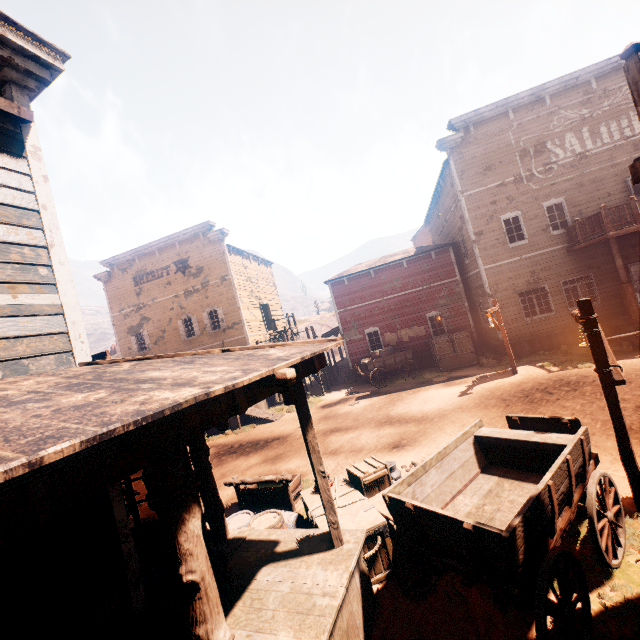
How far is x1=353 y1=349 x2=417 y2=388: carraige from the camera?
18.3m

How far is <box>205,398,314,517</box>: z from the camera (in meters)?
9.79

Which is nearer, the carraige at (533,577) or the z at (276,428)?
the carraige at (533,577)

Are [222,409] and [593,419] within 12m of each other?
yes

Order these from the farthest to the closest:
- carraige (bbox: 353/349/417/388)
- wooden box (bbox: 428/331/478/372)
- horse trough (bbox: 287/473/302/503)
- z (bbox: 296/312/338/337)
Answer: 1. z (bbox: 296/312/338/337)
2. carraige (bbox: 353/349/417/388)
3. wooden box (bbox: 428/331/478/372)
4. horse trough (bbox: 287/473/302/503)

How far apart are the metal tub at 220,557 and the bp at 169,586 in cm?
1

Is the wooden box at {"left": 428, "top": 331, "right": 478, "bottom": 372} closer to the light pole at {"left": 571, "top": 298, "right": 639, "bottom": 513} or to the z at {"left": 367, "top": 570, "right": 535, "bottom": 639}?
the z at {"left": 367, "top": 570, "right": 535, "bottom": 639}

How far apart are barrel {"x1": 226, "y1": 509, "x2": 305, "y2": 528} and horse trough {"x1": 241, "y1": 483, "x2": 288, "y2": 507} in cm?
89
